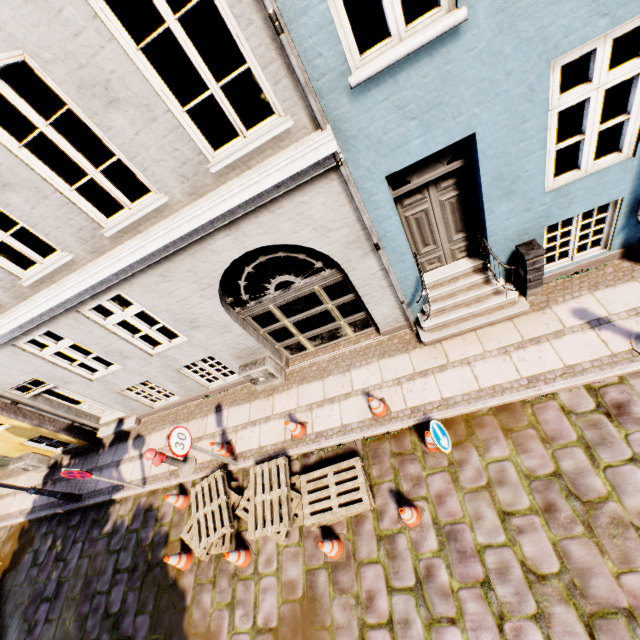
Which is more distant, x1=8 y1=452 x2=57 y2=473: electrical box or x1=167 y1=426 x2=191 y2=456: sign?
x1=8 y1=452 x2=57 y2=473: electrical box

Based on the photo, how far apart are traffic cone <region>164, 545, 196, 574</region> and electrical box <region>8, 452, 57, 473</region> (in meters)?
6.62

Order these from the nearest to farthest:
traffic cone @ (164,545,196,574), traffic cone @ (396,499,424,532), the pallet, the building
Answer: the building
traffic cone @ (396,499,424,532)
the pallet
traffic cone @ (164,545,196,574)

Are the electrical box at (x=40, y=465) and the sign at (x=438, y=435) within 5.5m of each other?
no

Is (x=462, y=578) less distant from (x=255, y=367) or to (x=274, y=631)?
(x=274, y=631)

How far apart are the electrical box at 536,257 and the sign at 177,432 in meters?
6.7

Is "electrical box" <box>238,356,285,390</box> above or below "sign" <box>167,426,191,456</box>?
below

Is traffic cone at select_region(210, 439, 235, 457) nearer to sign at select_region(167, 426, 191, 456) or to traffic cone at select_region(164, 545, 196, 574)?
sign at select_region(167, 426, 191, 456)
